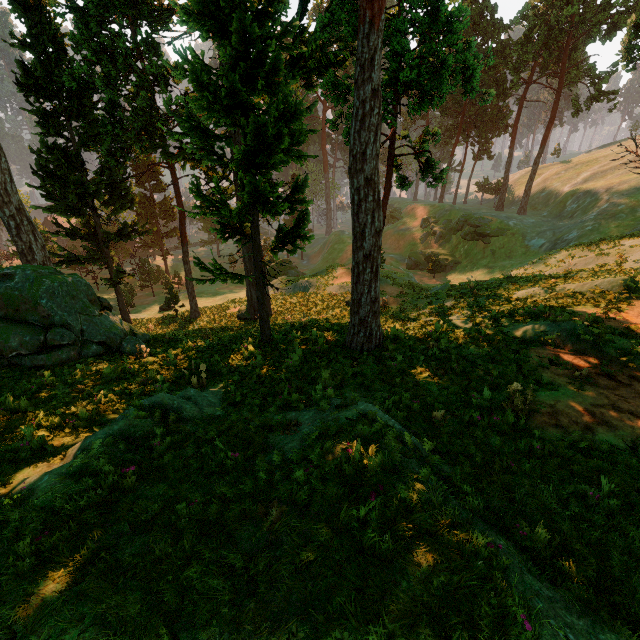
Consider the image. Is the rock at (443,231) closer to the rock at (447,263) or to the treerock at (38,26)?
the rock at (447,263)

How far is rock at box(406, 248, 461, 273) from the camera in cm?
4528

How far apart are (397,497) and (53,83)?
33.0 meters

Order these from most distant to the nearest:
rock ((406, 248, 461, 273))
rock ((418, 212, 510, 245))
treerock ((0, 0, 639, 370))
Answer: rock ((406, 248, 461, 273)) < rock ((418, 212, 510, 245)) < treerock ((0, 0, 639, 370))

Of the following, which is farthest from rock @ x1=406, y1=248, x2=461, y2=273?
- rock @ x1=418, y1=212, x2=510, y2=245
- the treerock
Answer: the treerock

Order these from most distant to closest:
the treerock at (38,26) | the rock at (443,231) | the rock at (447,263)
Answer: the rock at (447,263)
the rock at (443,231)
the treerock at (38,26)
